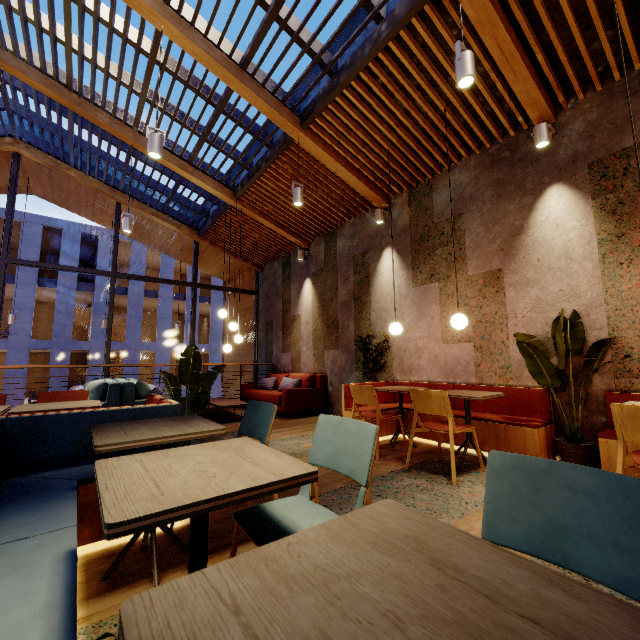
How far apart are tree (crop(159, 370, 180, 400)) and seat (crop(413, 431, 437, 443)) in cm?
207

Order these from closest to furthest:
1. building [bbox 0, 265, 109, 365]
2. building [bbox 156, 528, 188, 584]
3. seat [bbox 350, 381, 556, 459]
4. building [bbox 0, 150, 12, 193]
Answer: building [bbox 156, 528, 188, 584], seat [bbox 350, 381, 556, 459], building [bbox 0, 150, 12, 193], building [bbox 0, 265, 109, 365]

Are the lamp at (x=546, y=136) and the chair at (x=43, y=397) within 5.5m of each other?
no

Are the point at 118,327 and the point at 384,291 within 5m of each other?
no

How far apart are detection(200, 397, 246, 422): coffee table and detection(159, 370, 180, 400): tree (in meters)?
2.62

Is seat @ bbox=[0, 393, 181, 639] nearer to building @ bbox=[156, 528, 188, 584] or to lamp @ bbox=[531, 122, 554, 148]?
building @ bbox=[156, 528, 188, 584]

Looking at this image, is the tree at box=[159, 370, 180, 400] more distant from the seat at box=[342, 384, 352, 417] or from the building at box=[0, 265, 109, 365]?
the building at box=[0, 265, 109, 365]

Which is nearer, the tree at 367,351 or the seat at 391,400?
the seat at 391,400
